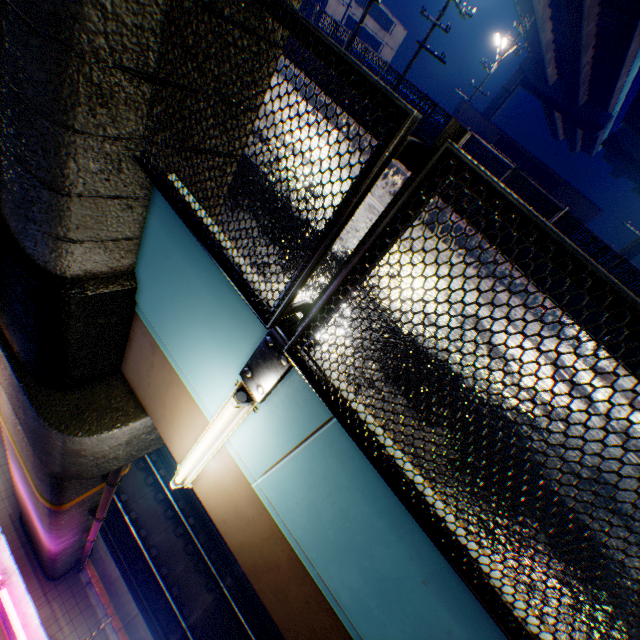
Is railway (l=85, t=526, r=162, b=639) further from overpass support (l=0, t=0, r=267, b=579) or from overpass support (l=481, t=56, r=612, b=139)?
overpass support (l=481, t=56, r=612, b=139)

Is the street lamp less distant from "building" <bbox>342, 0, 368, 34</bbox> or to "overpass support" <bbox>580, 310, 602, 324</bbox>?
"overpass support" <bbox>580, 310, 602, 324</bbox>

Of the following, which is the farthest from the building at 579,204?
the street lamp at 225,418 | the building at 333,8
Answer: the street lamp at 225,418

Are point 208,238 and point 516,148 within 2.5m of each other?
no

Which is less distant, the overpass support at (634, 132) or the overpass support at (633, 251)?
the overpass support at (634, 132)

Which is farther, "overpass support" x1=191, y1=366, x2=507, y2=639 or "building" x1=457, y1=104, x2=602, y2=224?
"building" x1=457, y1=104, x2=602, y2=224

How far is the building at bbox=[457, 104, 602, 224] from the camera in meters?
32.0 m
